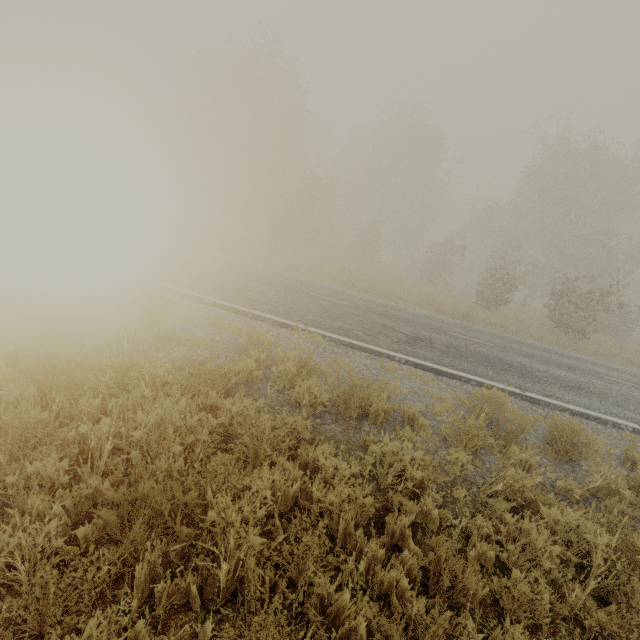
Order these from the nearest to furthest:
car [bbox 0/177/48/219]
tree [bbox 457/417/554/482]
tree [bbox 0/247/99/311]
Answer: tree [bbox 457/417/554/482]
tree [bbox 0/247/99/311]
car [bbox 0/177/48/219]

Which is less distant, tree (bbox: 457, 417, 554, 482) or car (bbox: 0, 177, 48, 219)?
tree (bbox: 457, 417, 554, 482)

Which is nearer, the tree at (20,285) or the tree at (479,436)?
the tree at (479,436)

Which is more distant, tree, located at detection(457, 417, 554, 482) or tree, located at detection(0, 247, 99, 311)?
tree, located at detection(0, 247, 99, 311)

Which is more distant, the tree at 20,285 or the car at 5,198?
the car at 5,198

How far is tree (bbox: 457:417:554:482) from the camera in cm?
446

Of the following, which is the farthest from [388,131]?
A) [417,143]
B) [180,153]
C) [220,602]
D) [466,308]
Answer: [220,602]
